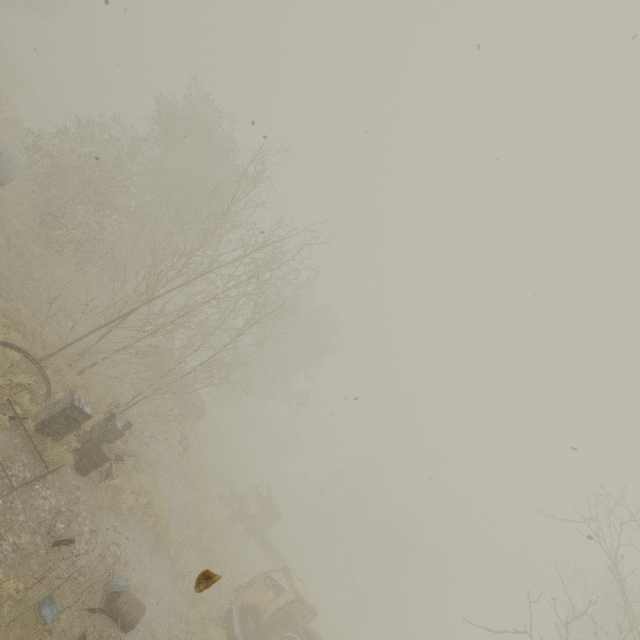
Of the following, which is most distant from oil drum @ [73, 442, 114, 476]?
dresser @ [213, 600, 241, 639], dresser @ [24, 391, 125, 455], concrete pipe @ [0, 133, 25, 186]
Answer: concrete pipe @ [0, 133, 25, 186]

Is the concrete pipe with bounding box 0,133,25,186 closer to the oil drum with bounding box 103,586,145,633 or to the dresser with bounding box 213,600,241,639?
the oil drum with bounding box 103,586,145,633

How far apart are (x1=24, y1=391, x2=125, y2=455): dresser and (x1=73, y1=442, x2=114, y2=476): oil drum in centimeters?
99cm

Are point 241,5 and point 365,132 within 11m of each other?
yes

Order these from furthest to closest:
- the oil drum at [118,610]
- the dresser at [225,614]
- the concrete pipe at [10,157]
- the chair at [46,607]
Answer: the concrete pipe at [10,157]
the dresser at [225,614]
the oil drum at [118,610]
the chair at [46,607]

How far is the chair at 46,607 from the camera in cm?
576

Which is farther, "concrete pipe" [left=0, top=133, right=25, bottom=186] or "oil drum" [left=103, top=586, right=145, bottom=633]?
"concrete pipe" [left=0, top=133, right=25, bottom=186]

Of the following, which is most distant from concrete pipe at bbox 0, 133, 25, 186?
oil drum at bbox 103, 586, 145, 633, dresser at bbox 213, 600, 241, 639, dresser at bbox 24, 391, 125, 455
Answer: dresser at bbox 213, 600, 241, 639
